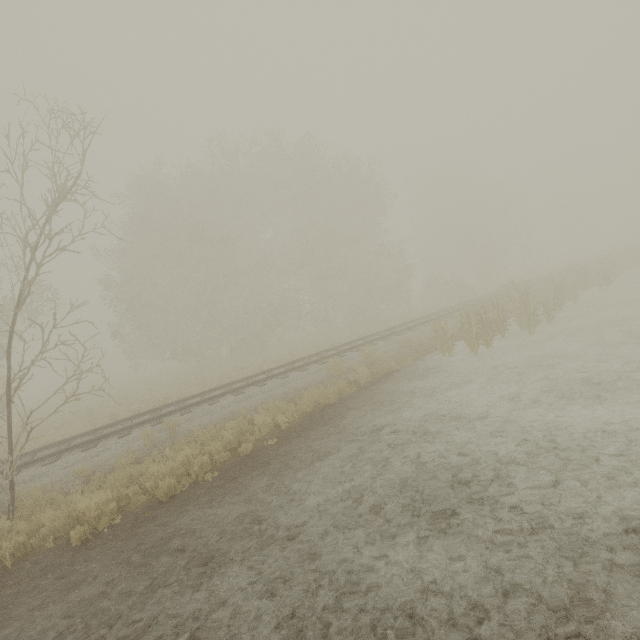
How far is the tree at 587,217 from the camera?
48.31m

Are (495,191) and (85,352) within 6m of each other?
no

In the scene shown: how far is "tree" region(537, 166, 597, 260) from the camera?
48.3m

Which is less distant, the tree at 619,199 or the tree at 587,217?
the tree at 587,217

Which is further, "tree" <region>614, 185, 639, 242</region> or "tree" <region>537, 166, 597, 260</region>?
"tree" <region>614, 185, 639, 242</region>
